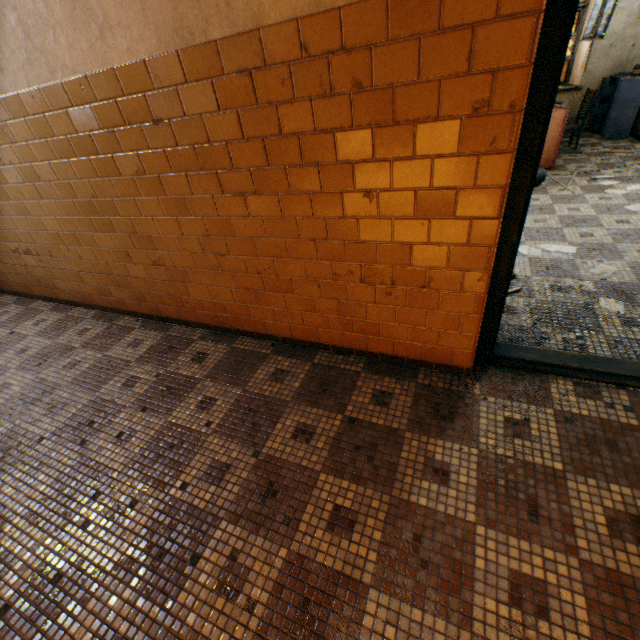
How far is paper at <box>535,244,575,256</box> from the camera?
3.30m

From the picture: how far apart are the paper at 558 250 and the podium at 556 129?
2.93m

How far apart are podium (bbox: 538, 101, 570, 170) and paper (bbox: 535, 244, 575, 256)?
2.9m

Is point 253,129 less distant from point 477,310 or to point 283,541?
point 477,310

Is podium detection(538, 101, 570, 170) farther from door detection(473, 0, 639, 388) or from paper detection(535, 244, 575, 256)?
door detection(473, 0, 639, 388)

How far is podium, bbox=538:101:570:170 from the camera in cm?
497

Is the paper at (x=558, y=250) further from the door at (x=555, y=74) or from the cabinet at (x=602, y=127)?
the cabinet at (x=602, y=127)
